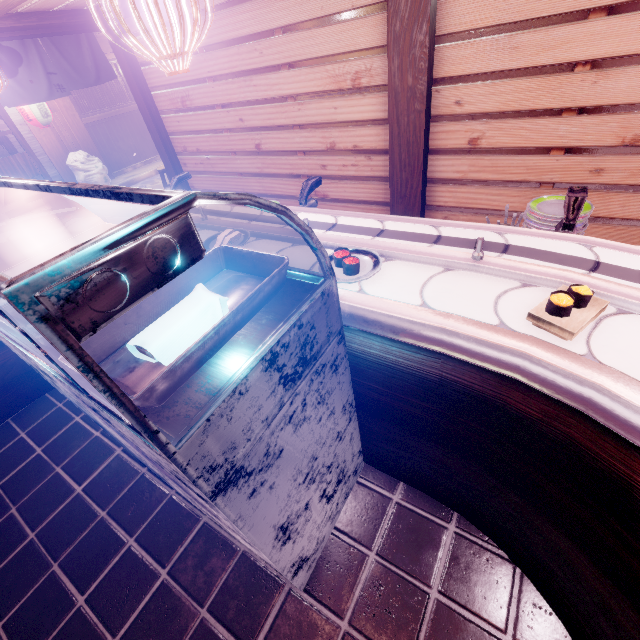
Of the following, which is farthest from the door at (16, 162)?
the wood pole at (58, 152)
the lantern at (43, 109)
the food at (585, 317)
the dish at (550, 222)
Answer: the dish at (550, 222)

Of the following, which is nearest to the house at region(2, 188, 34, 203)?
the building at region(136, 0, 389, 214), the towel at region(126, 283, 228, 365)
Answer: the building at region(136, 0, 389, 214)

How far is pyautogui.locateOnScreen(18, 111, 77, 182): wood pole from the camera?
14.83m

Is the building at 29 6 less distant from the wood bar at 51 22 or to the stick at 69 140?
the wood bar at 51 22

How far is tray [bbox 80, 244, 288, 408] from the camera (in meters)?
1.57

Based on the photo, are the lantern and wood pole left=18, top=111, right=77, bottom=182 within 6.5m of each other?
yes

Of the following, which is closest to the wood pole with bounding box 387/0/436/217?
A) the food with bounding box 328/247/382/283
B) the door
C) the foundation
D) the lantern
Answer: the food with bounding box 328/247/382/283

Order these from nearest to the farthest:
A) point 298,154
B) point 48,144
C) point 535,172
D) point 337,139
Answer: point 535,172
point 337,139
point 298,154
point 48,144
